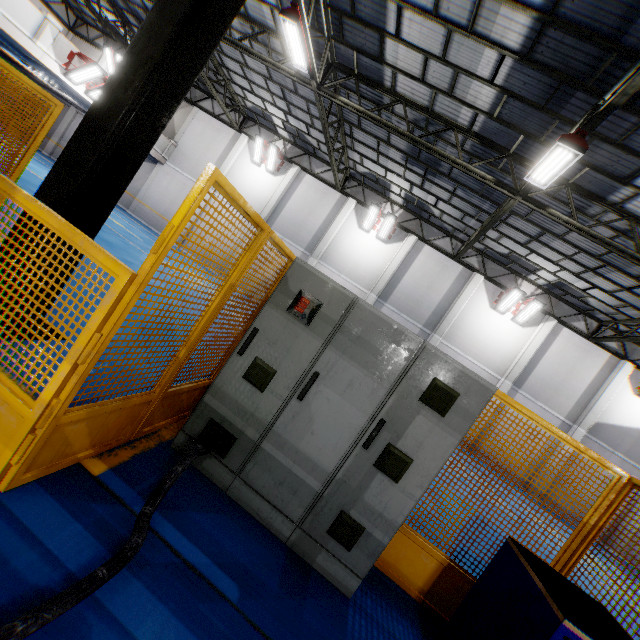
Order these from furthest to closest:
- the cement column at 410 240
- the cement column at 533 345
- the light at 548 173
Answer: the cement column at 410 240
the cement column at 533 345
the light at 548 173

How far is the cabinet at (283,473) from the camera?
2.70m

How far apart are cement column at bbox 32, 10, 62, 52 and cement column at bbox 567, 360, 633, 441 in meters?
28.3 m

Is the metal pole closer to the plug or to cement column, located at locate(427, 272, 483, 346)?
the plug

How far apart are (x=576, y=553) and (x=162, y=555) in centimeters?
365cm

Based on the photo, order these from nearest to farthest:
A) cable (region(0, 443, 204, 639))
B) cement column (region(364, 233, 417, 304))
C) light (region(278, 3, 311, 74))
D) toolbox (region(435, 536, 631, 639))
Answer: cable (region(0, 443, 204, 639)) < toolbox (region(435, 536, 631, 639)) < light (region(278, 3, 311, 74)) < cement column (region(364, 233, 417, 304))

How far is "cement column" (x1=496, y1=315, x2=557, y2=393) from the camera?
16.0 meters

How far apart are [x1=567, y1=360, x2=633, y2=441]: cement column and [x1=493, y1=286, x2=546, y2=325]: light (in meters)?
5.38
